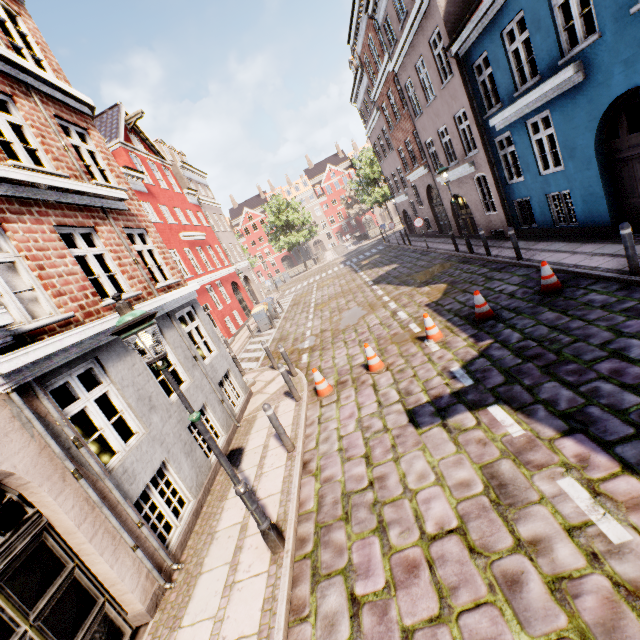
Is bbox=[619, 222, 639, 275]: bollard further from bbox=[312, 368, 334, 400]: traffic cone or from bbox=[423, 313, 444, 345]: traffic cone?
bbox=[312, 368, 334, 400]: traffic cone

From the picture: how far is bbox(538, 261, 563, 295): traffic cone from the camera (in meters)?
7.65

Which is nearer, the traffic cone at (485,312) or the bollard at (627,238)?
the bollard at (627,238)

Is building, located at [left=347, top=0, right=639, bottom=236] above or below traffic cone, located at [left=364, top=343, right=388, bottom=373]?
above

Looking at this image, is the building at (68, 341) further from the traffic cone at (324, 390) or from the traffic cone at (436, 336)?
the traffic cone at (436, 336)

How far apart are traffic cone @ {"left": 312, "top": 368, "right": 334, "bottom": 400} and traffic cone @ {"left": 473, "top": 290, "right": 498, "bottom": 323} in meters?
4.0

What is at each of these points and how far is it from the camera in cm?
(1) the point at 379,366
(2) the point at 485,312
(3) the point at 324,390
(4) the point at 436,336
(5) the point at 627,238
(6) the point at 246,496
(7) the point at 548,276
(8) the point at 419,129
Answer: (1) traffic cone, 802
(2) traffic cone, 789
(3) traffic cone, 805
(4) traffic cone, 803
(5) bollard, 635
(6) street light, 413
(7) traffic cone, 766
(8) building, 1745

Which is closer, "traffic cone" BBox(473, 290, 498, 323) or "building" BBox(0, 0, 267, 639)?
"building" BBox(0, 0, 267, 639)
